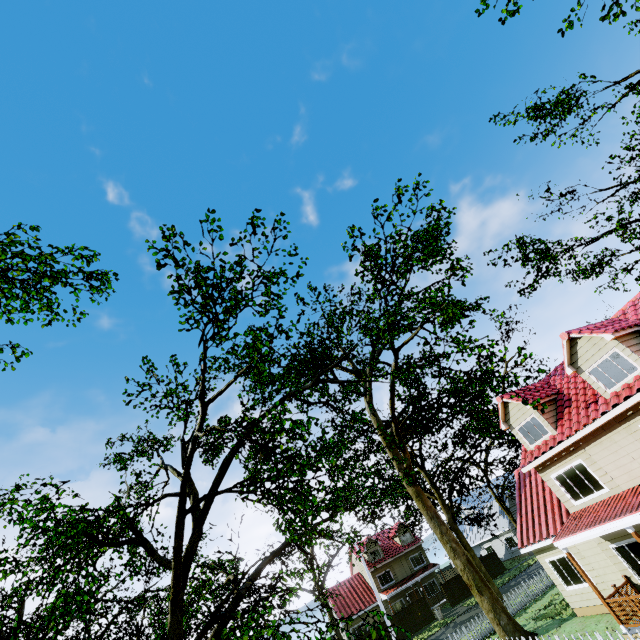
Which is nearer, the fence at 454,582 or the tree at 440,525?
the tree at 440,525

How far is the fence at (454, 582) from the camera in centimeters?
3525cm

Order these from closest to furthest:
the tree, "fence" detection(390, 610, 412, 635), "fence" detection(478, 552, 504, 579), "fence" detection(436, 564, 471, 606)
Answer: the tree
"fence" detection(390, 610, 412, 635)
"fence" detection(436, 564, 471, 606)
"fence" detection(478, 552, 504, 579)

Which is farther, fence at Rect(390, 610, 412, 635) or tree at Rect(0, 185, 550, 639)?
fence at Rect(390, 610, 412, 635)

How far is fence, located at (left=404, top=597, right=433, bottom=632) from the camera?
33.0m

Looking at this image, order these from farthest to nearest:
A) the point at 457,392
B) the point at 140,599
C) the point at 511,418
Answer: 1. the point at 457,392
2. the point at 140,599
3. the point at 511,418
